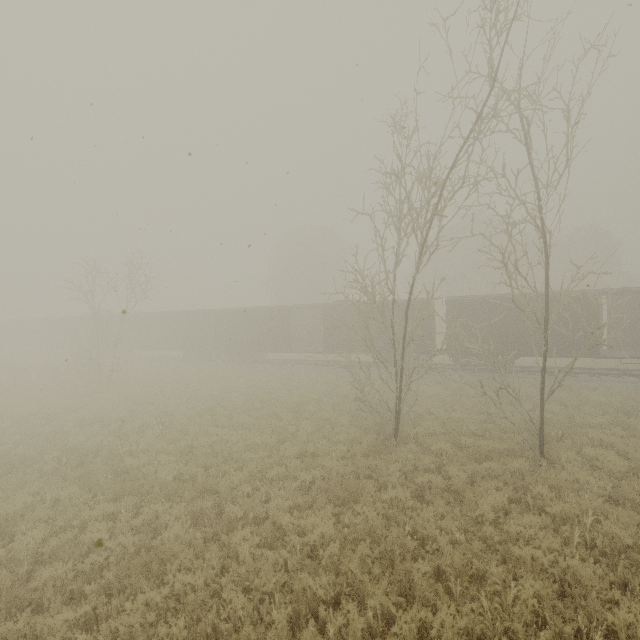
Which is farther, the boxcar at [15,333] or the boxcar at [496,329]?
the boxcar at [15,333]

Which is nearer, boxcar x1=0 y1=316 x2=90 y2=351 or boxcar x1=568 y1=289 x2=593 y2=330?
boxcar x1=568 y1=289 x2=593 y2=330

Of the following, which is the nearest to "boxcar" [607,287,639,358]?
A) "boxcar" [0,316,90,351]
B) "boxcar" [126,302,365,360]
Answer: "boxcar" [126,302,365,360]

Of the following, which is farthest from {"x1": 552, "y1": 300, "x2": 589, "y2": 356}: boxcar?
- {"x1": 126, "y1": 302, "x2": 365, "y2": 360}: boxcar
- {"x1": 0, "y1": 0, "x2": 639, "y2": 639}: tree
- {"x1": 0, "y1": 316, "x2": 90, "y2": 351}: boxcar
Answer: {"x1": 0, "y1": 316, "x2": 90, "y2": 351}: boxcar

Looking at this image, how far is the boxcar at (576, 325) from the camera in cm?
1811

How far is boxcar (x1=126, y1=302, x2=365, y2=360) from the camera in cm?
2445

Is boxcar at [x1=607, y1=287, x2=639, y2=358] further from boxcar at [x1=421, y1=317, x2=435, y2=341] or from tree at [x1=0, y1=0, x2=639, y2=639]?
tree at [x1=0, y1=0, x2=639, y2=639]

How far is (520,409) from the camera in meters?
10.5 m
